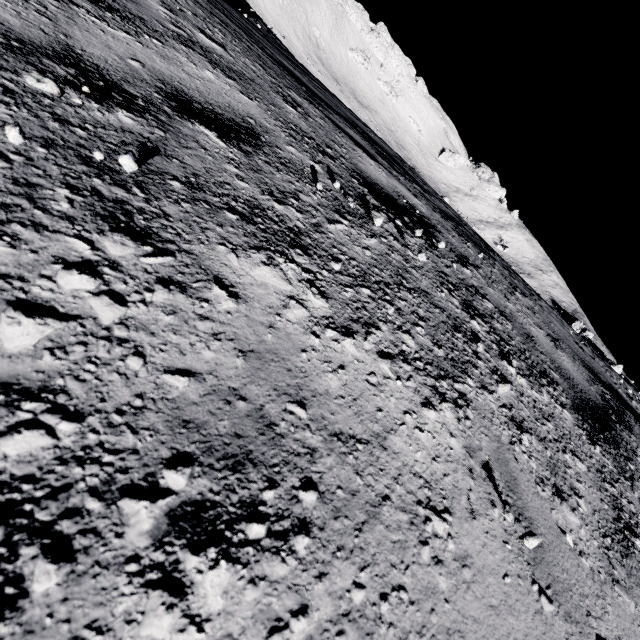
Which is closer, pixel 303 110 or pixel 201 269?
pixel 201 269
